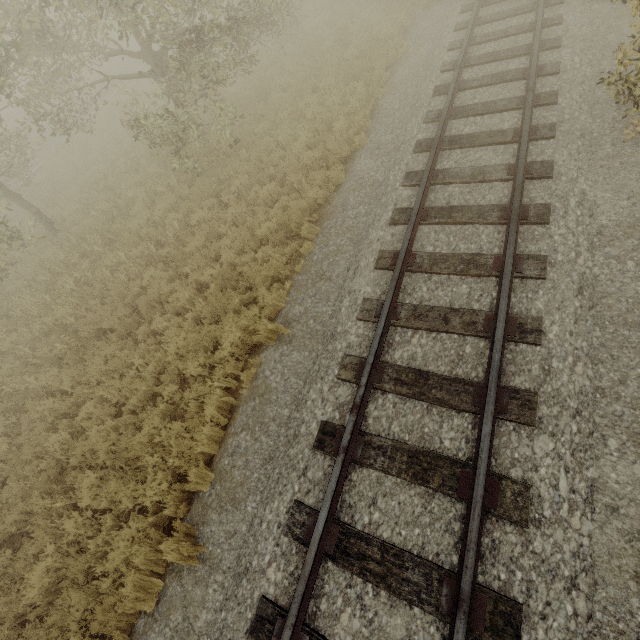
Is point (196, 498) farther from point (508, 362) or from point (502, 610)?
point (508, 362)

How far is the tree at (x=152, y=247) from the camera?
8.73m

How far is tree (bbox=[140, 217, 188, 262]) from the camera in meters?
8.7 m
